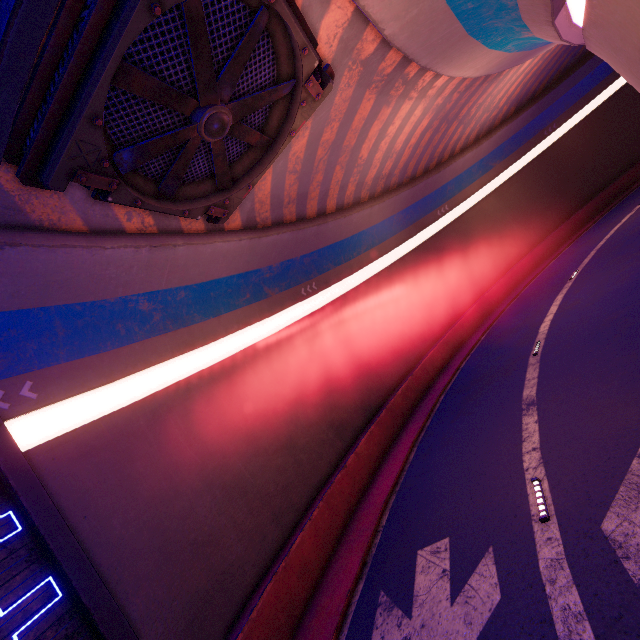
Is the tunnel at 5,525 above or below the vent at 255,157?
below

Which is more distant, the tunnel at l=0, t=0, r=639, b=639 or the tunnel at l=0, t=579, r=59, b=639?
the tunnel at l=0, t=0, r=639, b=639

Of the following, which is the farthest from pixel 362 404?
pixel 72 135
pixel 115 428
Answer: pixel 72 135

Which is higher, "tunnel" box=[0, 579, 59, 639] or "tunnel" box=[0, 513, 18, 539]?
"tunnel" box=[0, 513, 18, 539]

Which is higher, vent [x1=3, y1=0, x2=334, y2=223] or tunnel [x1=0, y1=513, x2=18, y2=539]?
vent [x1=3, y1=0, x2=334, y2=223]

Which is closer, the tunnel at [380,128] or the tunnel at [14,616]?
the tunnel at [14,616]

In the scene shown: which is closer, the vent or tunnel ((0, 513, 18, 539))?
the vent
